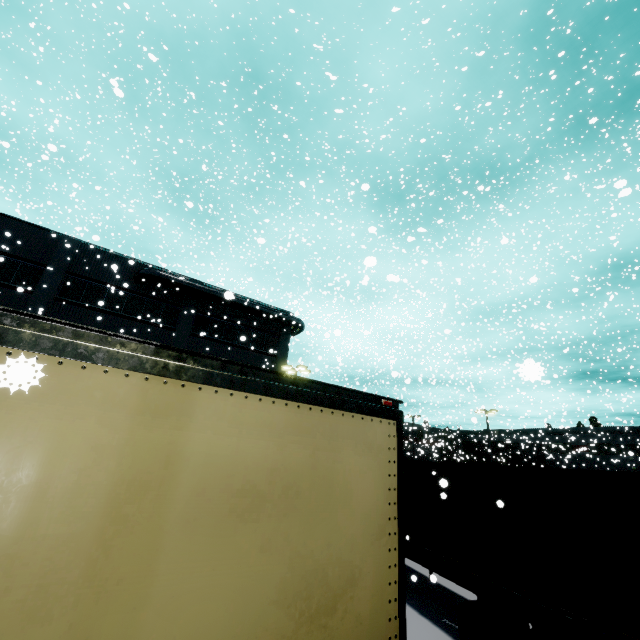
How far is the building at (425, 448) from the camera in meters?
47.0 m

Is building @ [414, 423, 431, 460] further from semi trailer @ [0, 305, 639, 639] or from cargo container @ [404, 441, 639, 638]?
cargo container @ [404, 441, 639, 638]

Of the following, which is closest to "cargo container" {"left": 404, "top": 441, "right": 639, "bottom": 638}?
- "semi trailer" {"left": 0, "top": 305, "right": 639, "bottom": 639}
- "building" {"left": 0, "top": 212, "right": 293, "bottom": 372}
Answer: "semi trailer" {"left": 0, "top": 305, "right": 639, "bottom": 639}

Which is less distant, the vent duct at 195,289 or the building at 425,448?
the vent duct at 195,289

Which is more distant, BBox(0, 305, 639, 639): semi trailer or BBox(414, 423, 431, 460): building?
BBox(414, 423, 431, 460): building

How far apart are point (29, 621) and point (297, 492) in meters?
1.6

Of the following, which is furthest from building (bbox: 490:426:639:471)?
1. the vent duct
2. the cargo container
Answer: the cargo container
